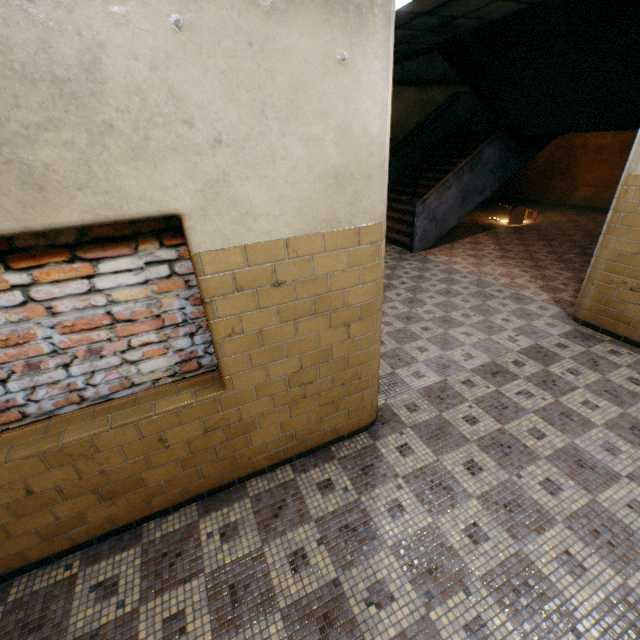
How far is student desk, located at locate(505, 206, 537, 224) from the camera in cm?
950

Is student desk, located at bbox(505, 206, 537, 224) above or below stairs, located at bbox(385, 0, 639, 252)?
below

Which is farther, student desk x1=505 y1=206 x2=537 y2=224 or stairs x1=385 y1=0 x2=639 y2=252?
student desk x1=505 y1=206 x2=537 y2=224

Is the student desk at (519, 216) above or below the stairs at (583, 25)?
below

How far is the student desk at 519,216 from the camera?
9.5 meters

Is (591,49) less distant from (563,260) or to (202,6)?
(563,260)
